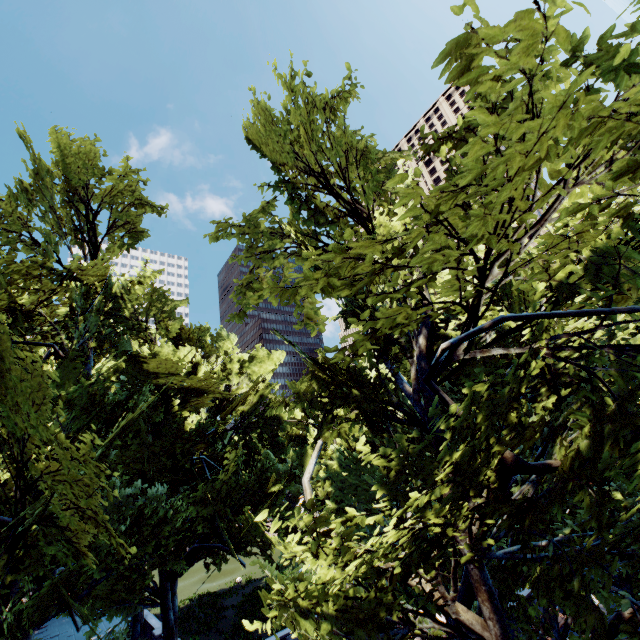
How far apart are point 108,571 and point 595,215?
25.1m
